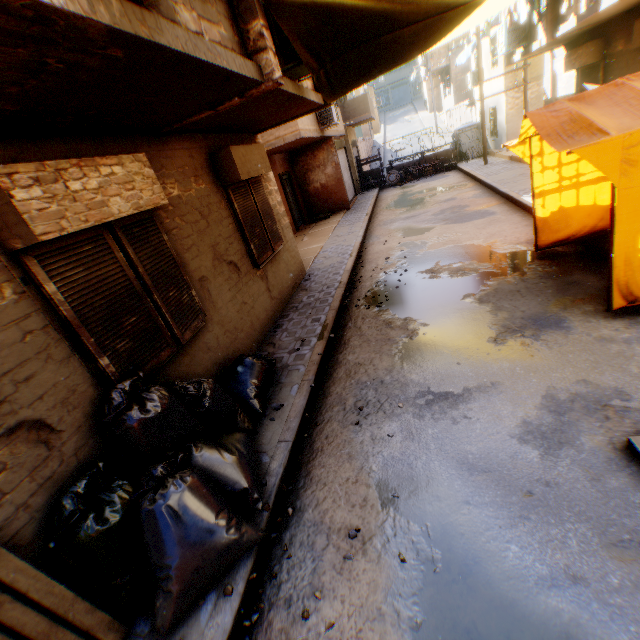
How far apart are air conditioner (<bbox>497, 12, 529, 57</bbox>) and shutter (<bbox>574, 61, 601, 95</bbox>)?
1.8 meters

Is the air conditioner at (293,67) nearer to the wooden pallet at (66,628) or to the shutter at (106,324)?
the shutter at (106,324)

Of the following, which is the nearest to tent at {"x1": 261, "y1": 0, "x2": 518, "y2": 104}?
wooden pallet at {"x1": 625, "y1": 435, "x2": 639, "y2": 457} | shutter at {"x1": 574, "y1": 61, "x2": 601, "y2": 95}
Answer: wooden pallet at {"x1": 625, "y1": 435, "x2": 639, "y2": 457}

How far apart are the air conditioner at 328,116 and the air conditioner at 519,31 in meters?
4.9 m

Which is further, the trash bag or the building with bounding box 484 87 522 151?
the building with bounding box 484 87 522 151

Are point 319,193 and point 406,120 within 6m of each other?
no

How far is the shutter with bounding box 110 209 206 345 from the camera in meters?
3.5 m

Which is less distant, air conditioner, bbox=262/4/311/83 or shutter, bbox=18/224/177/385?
shutter, bbox=18/224/177/385
